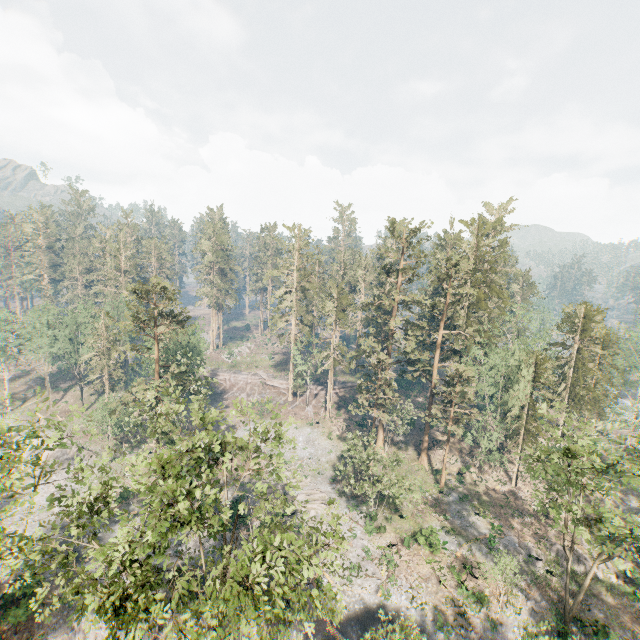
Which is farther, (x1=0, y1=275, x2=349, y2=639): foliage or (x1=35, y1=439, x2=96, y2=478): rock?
(x1=35, y1=439, x2=96, y2=478): rock

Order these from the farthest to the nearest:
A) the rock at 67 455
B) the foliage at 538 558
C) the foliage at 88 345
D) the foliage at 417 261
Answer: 1. the rock at 67 455
2. the foliage at 538 558
3. the foliage at 417 261
4. the foliage at 88 345

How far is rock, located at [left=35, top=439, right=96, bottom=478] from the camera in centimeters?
4169cm

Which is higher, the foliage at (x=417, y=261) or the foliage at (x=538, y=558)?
the foliage at (x=417, y=261)

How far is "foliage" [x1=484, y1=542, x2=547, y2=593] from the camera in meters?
26.1 m

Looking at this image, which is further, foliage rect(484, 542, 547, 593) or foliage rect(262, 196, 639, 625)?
foliage rect(484, 542, 547, 593)

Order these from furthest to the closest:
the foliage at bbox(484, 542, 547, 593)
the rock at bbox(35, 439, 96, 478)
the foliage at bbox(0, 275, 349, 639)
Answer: the rock at bbox(35, 439, 96, 478)
the foliage at bbox(484, 542, 547, 593)
the foliage at bbox(0, 275, 349, 639)

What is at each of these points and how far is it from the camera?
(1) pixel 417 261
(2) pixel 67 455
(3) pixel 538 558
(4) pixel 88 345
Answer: (1) foliage, 43.66m
(2) rock, 43.72m
(3) foliage, 32.75m
(4) foliage, 50.50m
